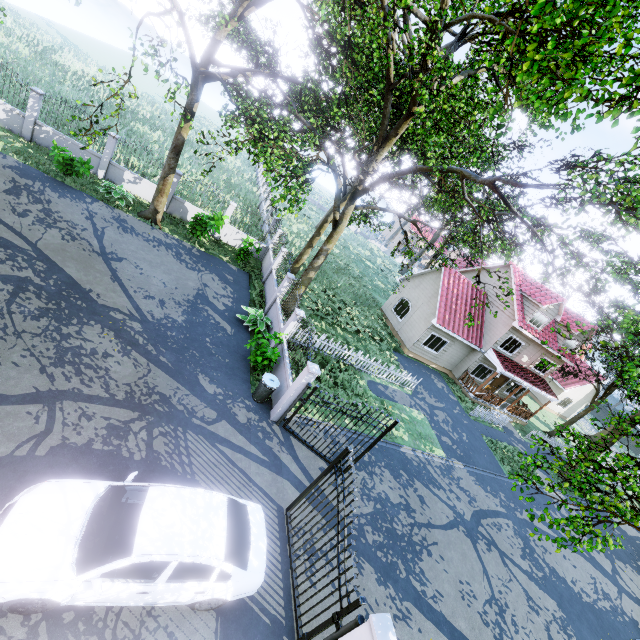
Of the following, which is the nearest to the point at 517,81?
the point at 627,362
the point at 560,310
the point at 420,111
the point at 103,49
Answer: the point at 420,111

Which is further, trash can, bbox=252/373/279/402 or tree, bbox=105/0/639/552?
trash can, bbox=252/373/279/402

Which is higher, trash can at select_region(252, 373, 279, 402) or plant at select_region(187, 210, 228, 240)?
plant at select_region(187, 210, 228, 240)

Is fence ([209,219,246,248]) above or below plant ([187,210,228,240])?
below

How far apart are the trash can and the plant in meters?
9.5

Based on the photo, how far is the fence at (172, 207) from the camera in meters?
18.1

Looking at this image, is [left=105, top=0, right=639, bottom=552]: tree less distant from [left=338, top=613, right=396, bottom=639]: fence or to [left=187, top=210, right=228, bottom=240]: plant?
[left=338, top=613, right=396, bottom=639]: fence

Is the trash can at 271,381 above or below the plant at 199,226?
below
